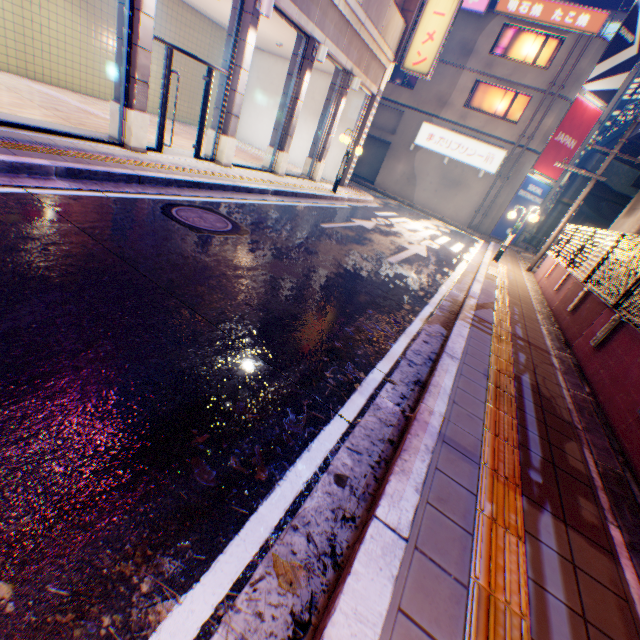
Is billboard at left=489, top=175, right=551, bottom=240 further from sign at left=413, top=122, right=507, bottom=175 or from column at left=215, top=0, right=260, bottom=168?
column at left=215, top=0, right=260, bottom=168

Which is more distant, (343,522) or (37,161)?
(37,161)

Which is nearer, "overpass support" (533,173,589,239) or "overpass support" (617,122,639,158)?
"overpass support" (617,122,639,158)

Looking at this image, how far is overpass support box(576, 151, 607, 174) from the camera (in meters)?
29.36

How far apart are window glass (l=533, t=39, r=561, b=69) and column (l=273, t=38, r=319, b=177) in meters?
17.2 m

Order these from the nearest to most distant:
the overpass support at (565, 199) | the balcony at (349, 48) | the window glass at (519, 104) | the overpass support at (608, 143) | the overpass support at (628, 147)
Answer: the balcony at (349, 48)
the window glass at (519, 104)
the overpass support at (628, 147)
the overpass support at (608, 143)
the overpass support at (565, 199)

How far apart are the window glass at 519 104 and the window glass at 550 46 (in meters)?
1.46

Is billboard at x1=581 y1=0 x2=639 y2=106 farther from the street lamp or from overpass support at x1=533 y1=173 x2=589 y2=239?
the street lamp
